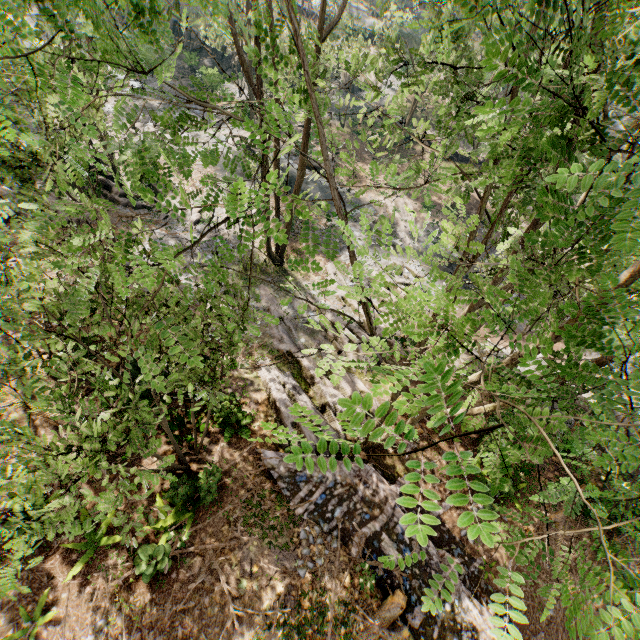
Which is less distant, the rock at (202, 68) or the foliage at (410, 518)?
the foliage at (410, 518)

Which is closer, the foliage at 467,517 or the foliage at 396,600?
the foliage at 467,517

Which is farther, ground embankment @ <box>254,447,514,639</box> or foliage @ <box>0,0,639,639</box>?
ground embankment @ <box>254,447,514,639</box>

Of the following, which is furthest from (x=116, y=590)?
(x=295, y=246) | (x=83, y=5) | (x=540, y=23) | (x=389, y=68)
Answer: (x=389, y=68)

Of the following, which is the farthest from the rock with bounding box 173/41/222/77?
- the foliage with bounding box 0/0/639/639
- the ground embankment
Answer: the ground embankment

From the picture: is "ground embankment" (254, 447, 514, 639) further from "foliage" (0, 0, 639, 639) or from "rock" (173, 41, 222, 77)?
"rock" (173, 41, 222, 77)

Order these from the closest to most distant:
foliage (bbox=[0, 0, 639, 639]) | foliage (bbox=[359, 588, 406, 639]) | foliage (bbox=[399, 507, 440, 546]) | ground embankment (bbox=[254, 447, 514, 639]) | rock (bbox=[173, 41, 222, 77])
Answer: foliage (bbox=[399, 507, 440, 546]) < foliage (bbox=[0, 0, 639, 639]) < foliage (bbox=[359, 588, 406, 639]) < ground embankment (bbox=[254, 447, 514, 639]) < rock (bbox=[173, 41, 222, 77])
